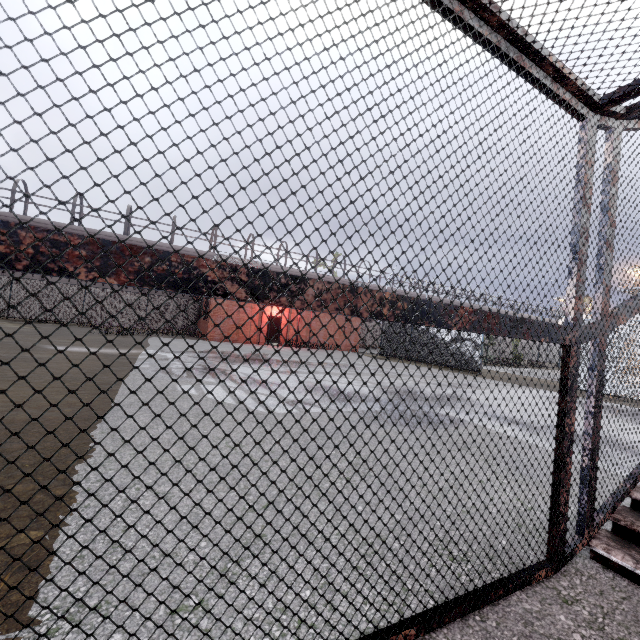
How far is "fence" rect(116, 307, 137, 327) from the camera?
24.1m

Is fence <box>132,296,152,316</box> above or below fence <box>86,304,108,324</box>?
above

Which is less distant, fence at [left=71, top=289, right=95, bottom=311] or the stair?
the stair

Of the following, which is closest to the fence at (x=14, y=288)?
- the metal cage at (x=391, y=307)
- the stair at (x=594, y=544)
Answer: the metal cage at (x=391, y=307)

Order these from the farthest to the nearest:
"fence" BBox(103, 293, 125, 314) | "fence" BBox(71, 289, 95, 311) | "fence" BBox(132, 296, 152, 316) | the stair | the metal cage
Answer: "fence" BBox(132, 296, 152, 316) → "fence" BBox(103, 293, 125, 314) → "fence" BBox(71, 289, 95, 311) → the stair → the metal cage

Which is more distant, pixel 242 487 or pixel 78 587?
pixel 242 487

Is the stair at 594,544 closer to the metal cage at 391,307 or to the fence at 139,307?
the metal cage at 391,307
